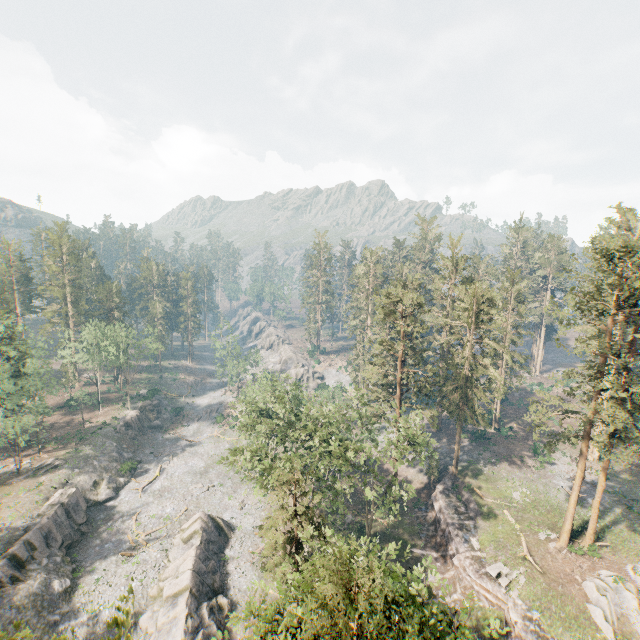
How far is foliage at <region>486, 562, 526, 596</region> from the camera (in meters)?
29.85

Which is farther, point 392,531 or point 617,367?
point 617,367

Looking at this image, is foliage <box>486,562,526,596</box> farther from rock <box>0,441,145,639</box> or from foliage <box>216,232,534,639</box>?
rock <box>0,441,145,639</box>

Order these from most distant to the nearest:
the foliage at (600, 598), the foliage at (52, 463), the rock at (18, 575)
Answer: the foliage at (52, 463), the rock at (18, 575), the foliage at (600, 598)

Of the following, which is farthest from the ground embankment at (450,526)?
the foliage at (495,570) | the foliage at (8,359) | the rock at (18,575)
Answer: the foliage at (8,359)

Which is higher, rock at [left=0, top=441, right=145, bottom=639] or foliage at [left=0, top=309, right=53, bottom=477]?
foliage at [left=0, top=309, right=53, bottom=477]

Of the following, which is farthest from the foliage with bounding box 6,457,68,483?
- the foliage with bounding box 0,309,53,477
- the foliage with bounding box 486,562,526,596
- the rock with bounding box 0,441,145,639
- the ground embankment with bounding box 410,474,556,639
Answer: the foliage with bounding box 0,309,53,477

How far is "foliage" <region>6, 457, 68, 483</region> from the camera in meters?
45.6 m
